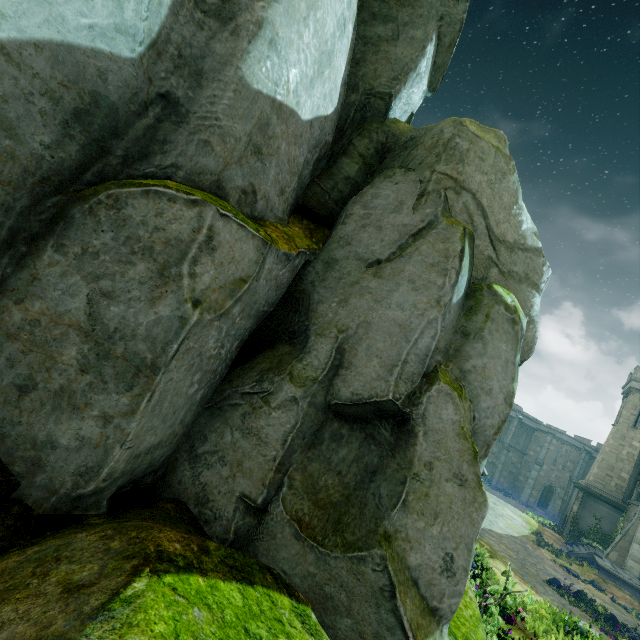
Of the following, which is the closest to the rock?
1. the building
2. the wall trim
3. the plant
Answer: the plant

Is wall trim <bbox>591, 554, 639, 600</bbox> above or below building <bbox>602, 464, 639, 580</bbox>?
below

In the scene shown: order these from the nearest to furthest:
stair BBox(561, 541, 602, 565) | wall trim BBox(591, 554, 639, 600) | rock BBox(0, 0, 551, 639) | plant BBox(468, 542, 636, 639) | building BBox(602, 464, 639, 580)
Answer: rock BBox(0, 0, 551, 639)
plant BBox(468, 542, 636, 639)
wall trim BBox(591, 554, 639, 600)
building BBox(602, 464, 639, 580)
stair BBox(561, 541, 602, 565)

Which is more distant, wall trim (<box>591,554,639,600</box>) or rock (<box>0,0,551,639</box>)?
wall trim (<box>591,554,639,600</box>)

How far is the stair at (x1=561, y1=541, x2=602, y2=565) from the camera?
21.65m

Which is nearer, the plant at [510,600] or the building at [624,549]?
the plant at [510,600]

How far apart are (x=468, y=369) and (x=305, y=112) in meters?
4.8

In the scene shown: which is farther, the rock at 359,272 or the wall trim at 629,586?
the wall trim at 629,586
